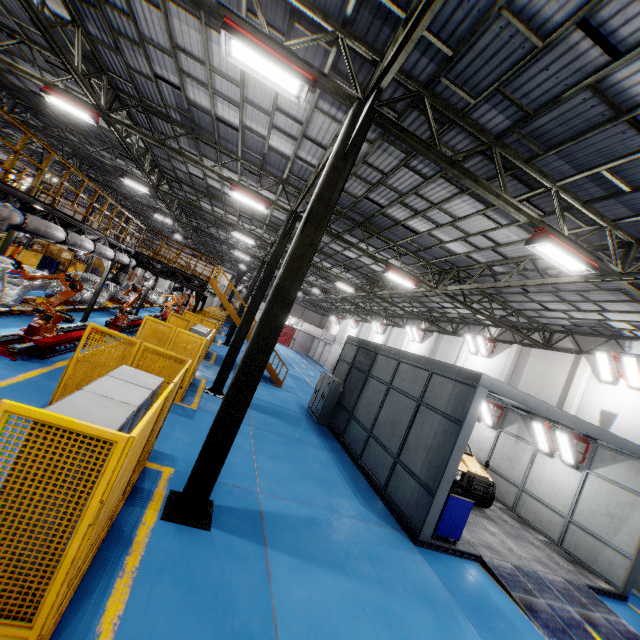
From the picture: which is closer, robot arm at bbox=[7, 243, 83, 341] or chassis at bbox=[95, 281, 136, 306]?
robot arm at bbox=[7, 243, 83, 341]

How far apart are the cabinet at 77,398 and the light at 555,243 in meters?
8.1

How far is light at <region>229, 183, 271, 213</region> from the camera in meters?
12.6 m

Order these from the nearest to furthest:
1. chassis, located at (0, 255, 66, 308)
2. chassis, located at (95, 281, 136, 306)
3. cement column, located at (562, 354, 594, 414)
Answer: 1. chassis, located at (0, 255, 66, 308)
2. cement column, located at (562, 354, 594, 414)
3. chassis, located at (95, 281, 136, 306)

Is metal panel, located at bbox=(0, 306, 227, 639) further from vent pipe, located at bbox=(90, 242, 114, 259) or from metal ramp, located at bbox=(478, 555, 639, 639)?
metal ramp, located at bbox=(478, 555, 639, 639)

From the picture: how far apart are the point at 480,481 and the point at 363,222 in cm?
1100

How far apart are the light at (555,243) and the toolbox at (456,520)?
6.2 meters

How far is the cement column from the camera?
14.8m
